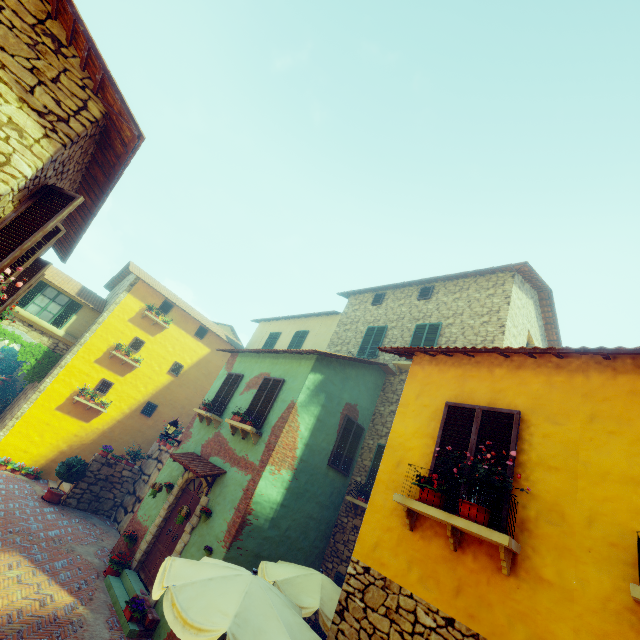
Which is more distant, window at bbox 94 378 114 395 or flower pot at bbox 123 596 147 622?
window at bbox 94 378 114 395

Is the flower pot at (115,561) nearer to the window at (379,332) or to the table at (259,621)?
the table at (259,621)

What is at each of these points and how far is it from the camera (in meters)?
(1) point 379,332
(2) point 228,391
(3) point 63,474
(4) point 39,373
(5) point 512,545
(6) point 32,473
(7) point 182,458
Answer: (1) window, 14.12
(2) window, 11.98
(3) potted tree, 12.43
(4) vines, 15.14
(5) window sill, 3.67
(6) flower pot, 13.55
(7) door eaves, 10.15

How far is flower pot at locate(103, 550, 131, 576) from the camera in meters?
9.1

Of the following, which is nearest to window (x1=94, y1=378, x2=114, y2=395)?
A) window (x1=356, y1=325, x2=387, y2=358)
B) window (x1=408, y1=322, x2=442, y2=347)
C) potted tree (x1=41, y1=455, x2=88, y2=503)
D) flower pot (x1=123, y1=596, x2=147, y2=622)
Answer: potted tree (x1=41, y1=455, x2=88, y2=503)

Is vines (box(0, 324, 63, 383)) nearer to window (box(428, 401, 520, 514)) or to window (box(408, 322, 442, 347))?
window (box(428, 401, 520, 514))

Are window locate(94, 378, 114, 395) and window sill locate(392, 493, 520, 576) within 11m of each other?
no

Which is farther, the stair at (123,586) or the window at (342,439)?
the window at (342,439)
